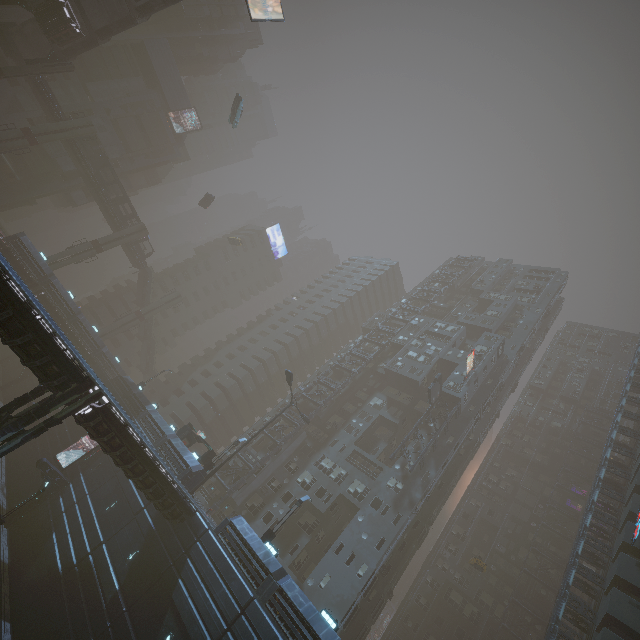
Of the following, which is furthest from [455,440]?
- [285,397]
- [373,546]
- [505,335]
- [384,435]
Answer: [285,397]

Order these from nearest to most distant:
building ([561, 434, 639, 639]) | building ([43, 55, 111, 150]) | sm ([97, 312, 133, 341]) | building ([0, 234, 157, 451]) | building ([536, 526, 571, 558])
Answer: building ([561, 434, 639, 639]) < building ([0, 234, 157, 451]) < building ([536, 526, 571, 558]) < sm ([97, 312, 133, 341]) < building ([43, 55, 111, 150])

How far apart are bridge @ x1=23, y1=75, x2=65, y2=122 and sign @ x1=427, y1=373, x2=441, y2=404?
65.6m

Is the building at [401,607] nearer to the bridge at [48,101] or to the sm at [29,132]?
the bridge at [48,101]

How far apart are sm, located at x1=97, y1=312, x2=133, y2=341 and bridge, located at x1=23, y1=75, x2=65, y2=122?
29.6m

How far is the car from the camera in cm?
4606

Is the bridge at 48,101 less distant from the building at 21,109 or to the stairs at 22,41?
the stairs at 22,41

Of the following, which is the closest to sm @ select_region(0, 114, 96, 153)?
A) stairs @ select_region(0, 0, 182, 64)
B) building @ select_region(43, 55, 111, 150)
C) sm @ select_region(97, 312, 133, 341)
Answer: stairs @ select_region(0, 0, 182, 64)
